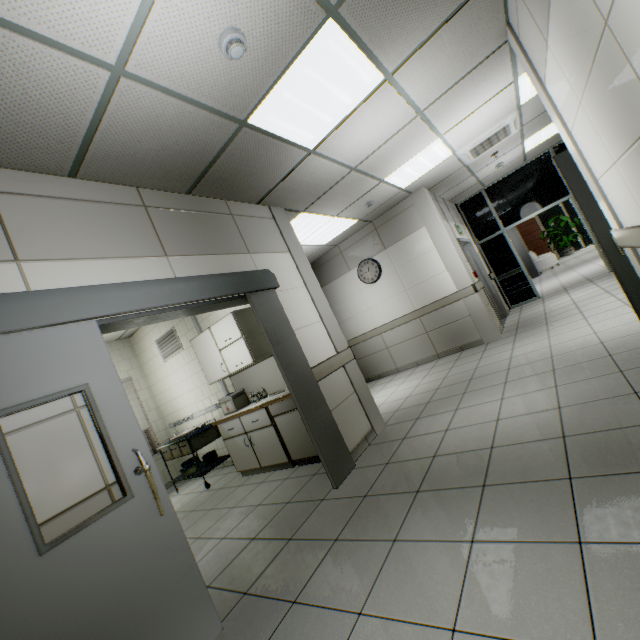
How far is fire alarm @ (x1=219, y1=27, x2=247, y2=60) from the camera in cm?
193

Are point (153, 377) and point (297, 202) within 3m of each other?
no

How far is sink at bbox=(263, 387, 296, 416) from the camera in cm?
401

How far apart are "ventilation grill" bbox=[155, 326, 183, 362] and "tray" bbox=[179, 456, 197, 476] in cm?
195

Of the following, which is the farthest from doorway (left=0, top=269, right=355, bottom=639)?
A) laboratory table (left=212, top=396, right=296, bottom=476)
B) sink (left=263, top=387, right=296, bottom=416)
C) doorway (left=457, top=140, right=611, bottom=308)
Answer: doorway (left=457, top=140, right=611, bottom=308)

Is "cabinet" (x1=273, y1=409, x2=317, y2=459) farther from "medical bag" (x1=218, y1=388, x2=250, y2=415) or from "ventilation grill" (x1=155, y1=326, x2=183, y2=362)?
"ventilation grill" (x1=155, y1=326, x2=183, y2=362)

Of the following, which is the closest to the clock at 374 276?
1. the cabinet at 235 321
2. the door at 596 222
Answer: the cabinet at 235 321

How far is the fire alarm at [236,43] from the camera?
1.9 meters
